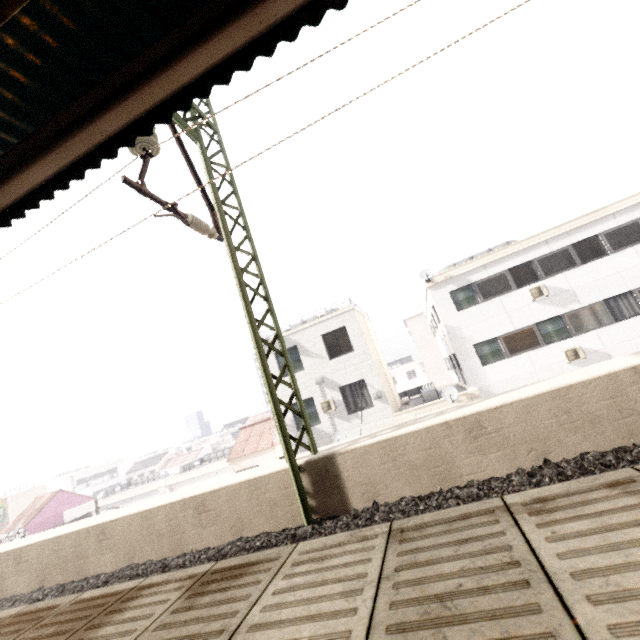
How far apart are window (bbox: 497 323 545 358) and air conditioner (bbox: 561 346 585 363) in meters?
0.6 m

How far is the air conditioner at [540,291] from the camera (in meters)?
15.47

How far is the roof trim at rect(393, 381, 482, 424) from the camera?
14.9m

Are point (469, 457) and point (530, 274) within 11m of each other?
no

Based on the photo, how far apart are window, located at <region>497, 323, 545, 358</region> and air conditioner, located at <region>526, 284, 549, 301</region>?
1.0m

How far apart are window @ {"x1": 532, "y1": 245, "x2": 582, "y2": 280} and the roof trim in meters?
6.2 m

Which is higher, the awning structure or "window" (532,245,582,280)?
the awning structure

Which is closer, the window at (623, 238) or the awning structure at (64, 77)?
the awning structure at (64, 77)
